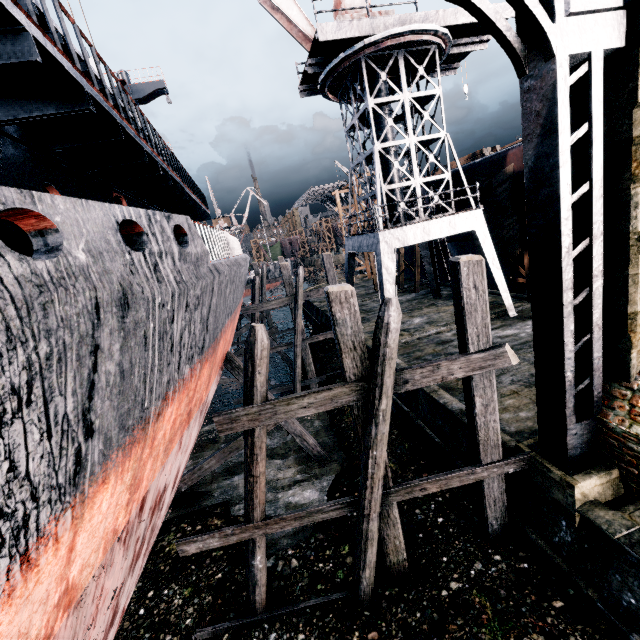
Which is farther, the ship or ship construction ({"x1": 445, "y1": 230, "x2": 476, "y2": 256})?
ship construction ({"x1": 445, "y1": 230, "x2": 476, "y2": 256})

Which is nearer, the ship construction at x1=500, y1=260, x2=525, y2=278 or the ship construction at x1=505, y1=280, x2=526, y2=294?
the ship construction at x1=500, y1=260, x2=525, y2=278

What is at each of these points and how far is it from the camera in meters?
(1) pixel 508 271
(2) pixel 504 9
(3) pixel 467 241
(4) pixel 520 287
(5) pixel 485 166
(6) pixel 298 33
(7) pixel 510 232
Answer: (1) ship construction, 21.3
(2) crane, 15.3
(3) ship construction, 22.7
(4) ship construction, 21.5
(5) ship construction, 17.8
(6) crane, 16.4
(7) cloth, 17.5

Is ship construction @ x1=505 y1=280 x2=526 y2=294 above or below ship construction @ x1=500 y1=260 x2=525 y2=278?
below

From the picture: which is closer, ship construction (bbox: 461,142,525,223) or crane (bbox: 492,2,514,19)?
crane (bbox: 492,2,514,19)

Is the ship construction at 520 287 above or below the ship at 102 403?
below

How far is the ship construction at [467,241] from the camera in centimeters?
2233cm

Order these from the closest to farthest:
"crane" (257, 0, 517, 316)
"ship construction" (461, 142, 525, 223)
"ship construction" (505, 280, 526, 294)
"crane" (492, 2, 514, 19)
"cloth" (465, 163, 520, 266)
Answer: "crane" (257, 0, 517, 316), "crane" (492, 2, 514, 19), "ship construction" (461, 142, 525, 223), "cloth" (465, 163, 520, 266), "ship construction" (505, 280, 526, 294)
